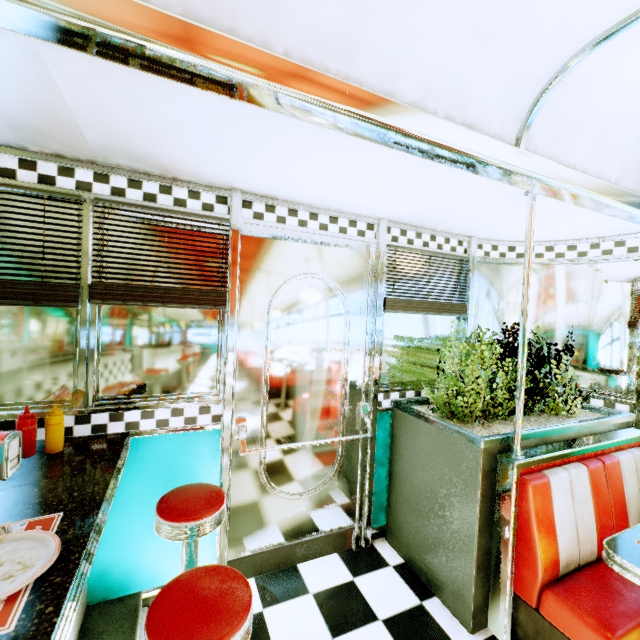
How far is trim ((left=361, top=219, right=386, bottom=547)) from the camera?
2.6m

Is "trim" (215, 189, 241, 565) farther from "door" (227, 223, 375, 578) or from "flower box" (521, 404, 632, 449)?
"flower box" (521, 404, 632, 449)

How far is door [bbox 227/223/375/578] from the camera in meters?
2.2 m

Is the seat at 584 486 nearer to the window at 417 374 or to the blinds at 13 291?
the window at 417 374

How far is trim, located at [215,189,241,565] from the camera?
2.12m

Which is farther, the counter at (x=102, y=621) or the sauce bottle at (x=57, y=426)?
the sauce bottle at (x=57, y=426)

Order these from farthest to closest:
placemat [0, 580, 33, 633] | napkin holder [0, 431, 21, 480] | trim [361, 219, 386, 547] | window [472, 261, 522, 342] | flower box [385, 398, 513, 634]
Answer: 1. window [472, 261, 522, 342]
2. trim [361, 219, 386, 547]
3. flower box [385, 398, 513, 634]
4. napkin holder [0, 431, 21, 480]
5. placemat [0, 580, 33, 633]

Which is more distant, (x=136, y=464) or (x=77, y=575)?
(x=136, y=464)
